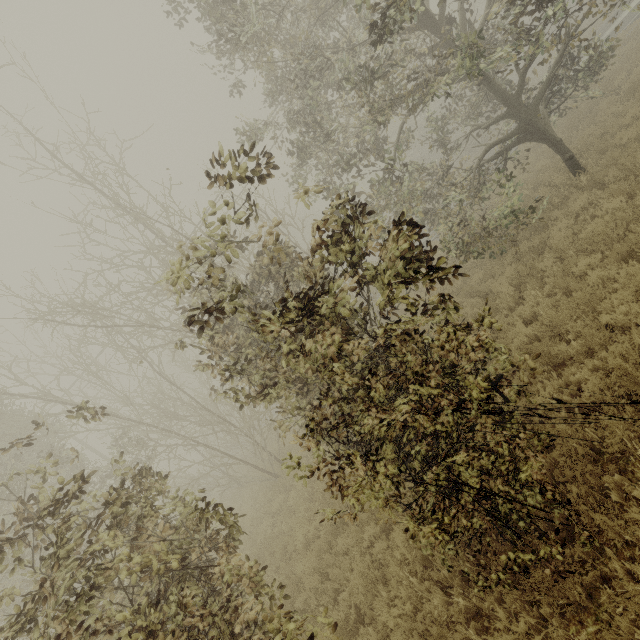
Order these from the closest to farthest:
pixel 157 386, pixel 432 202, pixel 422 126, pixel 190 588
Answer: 1. pixel 190 588
2. pixel 432 202
3. pixel 157 386
4. pixel 422 126
